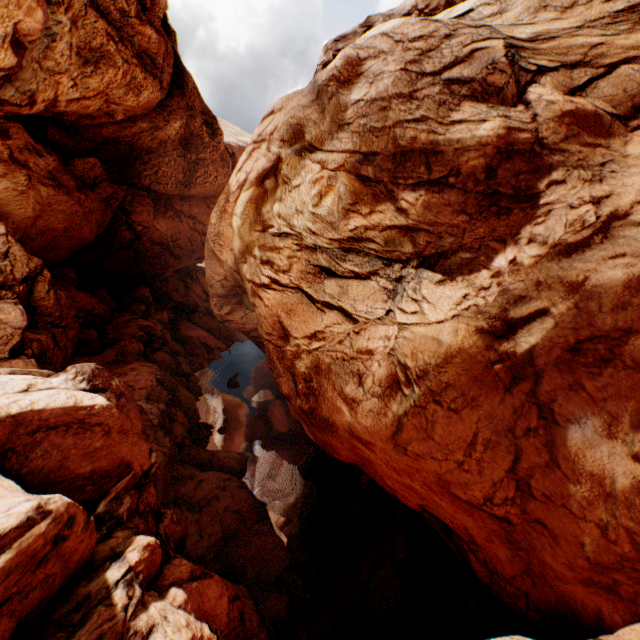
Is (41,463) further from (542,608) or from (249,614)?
(542,608)
